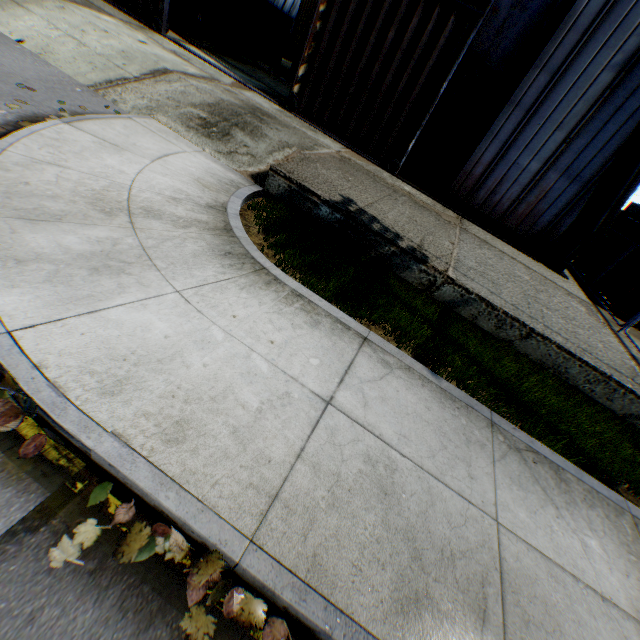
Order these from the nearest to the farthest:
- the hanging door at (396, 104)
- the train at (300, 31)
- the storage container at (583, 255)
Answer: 1. the hanging door at (396, 104)
2. the storage container at (583, 255)
3. the train at (300, 31)

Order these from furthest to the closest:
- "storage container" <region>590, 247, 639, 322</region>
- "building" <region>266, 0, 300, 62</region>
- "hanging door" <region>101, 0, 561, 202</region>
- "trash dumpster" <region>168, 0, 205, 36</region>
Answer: "building" <region>266, 0, 300, 62</region> → "trash dumpster" <region>168, 0, 205, 36</region> → "storage container" <region>590, 247, 639, 322</region> → "hanging door" <region>101, 0, 561, 202</region>

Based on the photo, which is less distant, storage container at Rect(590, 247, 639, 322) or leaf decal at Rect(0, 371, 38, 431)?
leaf decal at Rect(0, 371, 38, 431)

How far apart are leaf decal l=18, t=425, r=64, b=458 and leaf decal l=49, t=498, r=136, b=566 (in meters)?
0.42

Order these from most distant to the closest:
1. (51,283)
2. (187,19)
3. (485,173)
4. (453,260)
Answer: (187,19) → (485,173) → (453,260) → (51,283)

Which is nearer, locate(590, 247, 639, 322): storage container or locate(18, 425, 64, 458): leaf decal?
locate(18, 425, 64, 458): leaf decal

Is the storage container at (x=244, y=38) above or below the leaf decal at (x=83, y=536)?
above

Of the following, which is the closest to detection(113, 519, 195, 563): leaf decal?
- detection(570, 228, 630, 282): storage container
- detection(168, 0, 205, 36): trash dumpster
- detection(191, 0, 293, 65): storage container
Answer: detection(570, 228, 630, 282): storage container
